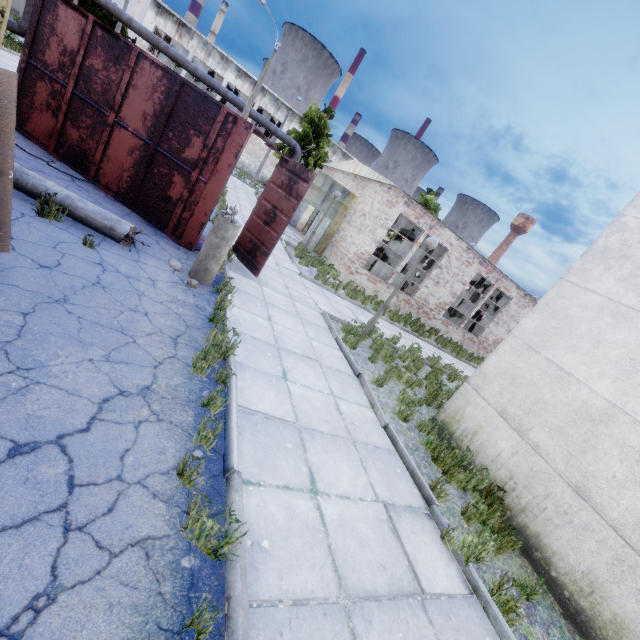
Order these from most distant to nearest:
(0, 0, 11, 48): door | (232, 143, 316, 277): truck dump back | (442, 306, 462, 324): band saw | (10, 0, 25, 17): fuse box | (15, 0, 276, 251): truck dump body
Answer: (10, 0, 25, 17): fuse box, (442, 306, 462, 324): band saw, (0, 0, 11, 48): door, (232, 143, 316, 277): truck dump back, (15, 0, 276, 251): truck dump body

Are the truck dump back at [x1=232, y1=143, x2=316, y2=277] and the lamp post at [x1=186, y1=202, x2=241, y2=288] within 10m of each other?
yes

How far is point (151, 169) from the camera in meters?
7.3 m

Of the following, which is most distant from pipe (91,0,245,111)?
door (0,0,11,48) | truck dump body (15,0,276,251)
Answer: truck dump body (15,0,276,251)

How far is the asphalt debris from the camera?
7.1m

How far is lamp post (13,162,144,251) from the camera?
5.3m

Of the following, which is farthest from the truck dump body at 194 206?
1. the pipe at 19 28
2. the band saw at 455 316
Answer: the band saw at 455 316

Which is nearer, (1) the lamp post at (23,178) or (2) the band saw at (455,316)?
(1) the lamp post at (23,178)
